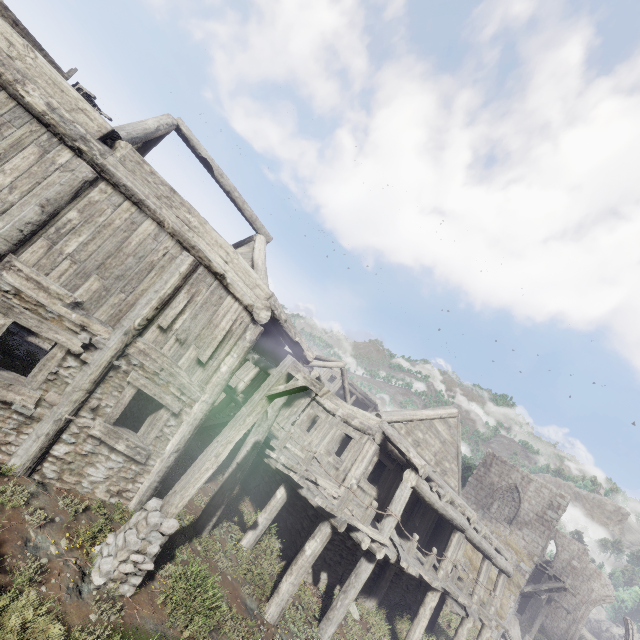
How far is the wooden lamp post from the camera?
5.3 meters

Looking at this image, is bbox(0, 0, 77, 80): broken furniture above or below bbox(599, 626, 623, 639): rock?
below

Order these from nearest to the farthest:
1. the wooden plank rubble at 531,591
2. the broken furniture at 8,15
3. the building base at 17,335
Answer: the broken furniture at 8,15, the building base at 17,335, the wooden plank rubble at 531,591

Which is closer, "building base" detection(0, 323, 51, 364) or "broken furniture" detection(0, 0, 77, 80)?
"broken furniture" detection(0, 0, 77, 80)

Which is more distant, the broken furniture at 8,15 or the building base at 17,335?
the building base at 17,335

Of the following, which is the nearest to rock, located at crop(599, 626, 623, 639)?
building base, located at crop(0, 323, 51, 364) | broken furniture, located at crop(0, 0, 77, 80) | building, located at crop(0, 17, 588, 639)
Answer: building, located at crop(0, 17, 588, 639)

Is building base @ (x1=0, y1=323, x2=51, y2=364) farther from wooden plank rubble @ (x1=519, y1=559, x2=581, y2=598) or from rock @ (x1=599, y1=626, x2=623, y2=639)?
rock @ (x1=599, y1=626, x2=623, y2=639)

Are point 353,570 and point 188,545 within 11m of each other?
yes
